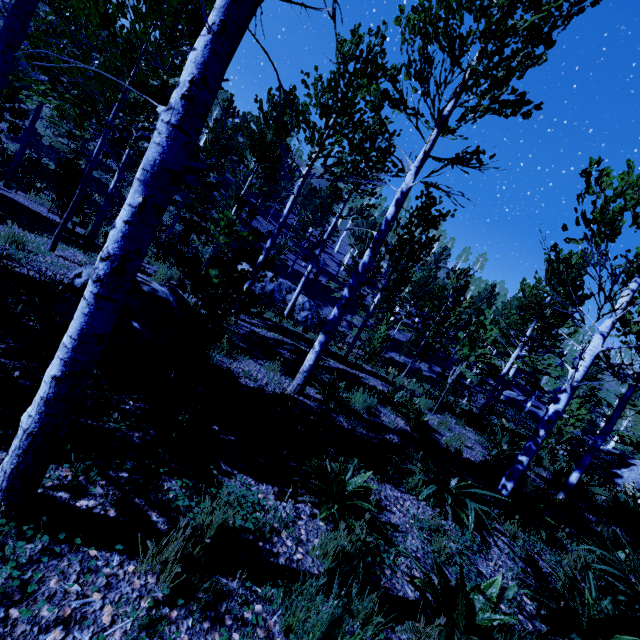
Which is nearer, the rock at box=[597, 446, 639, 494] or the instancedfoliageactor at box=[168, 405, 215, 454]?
the instancedfoliageactor at box=[168, 405, 215, 454]

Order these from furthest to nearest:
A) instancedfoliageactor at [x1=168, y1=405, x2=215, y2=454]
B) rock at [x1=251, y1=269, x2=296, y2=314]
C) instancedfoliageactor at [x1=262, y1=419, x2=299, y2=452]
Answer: rock at [x1=251, y1=269, x2=296, y2=314] < instancedfoliageactor at [x1=262, y1=419, x2=299, y2=452] < instancedfoliageactor at [x1=168, y1=405, x2=215, y2=454]

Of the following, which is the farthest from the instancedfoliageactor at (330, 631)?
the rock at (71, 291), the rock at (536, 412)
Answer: the rock at (536, 412)

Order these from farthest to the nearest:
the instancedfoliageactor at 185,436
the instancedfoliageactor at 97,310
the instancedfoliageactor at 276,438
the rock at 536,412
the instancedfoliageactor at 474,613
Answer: the rock at 536,412 → the instancedfoliageactor at 276,438 → the instancedfoliageactor at 185,436 → the instancedfoliageactor at 474,613 → the instancedfoliageactor at 97,310

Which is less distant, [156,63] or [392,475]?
[392,475]

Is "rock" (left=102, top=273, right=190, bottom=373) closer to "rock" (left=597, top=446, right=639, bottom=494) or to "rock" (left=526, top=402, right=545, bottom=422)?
"rock" (left=597, top=446, right=639, bottom=494)

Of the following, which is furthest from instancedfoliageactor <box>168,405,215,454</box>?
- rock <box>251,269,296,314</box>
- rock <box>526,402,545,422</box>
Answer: rock <box>251,269,296,314</box>

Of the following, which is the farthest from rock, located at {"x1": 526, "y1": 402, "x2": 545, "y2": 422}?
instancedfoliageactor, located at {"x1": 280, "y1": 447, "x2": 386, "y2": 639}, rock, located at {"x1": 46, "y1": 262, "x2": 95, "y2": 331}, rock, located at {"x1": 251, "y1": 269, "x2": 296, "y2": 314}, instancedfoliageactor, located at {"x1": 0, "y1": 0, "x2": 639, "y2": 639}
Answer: instancedfoliageactor, located at {"x1": 280, "y1": 447, "x2": 386, "y2": 639}
